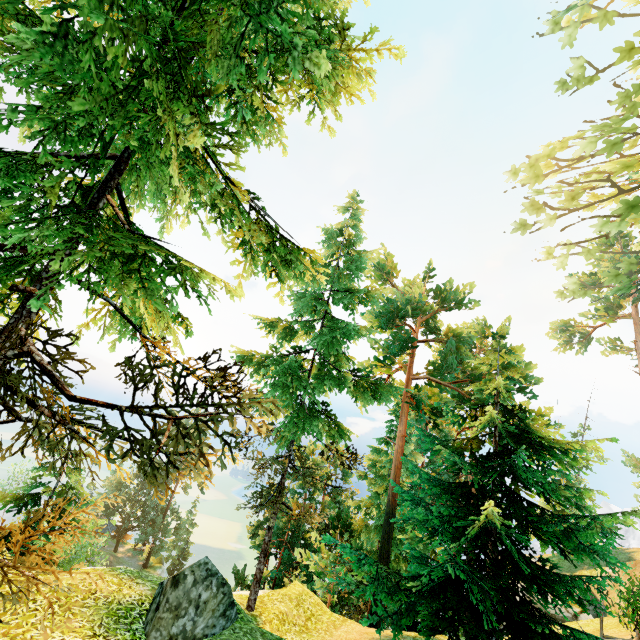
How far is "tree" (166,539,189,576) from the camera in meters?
57.0

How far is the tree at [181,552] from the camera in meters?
57.0 m

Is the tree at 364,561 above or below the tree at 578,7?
below

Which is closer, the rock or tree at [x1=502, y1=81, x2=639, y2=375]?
tree at [x1=502, y1=81, x2=639, y2=375]

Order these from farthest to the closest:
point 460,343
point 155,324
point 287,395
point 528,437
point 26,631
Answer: point 460,343, point 287,395, point 528,437, point 26,631, point 155,324

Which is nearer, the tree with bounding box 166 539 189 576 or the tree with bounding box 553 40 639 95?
the tree with bounding box 553 40 639 95

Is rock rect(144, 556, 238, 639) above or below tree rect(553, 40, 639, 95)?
below

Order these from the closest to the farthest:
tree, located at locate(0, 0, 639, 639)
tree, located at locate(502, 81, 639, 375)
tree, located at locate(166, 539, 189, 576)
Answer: tree, located at locate(0, 0, 639, 639) → tree, located at locate(502, 81, 639, 375) → tree, located at locate(166, 539, 189, 576)
